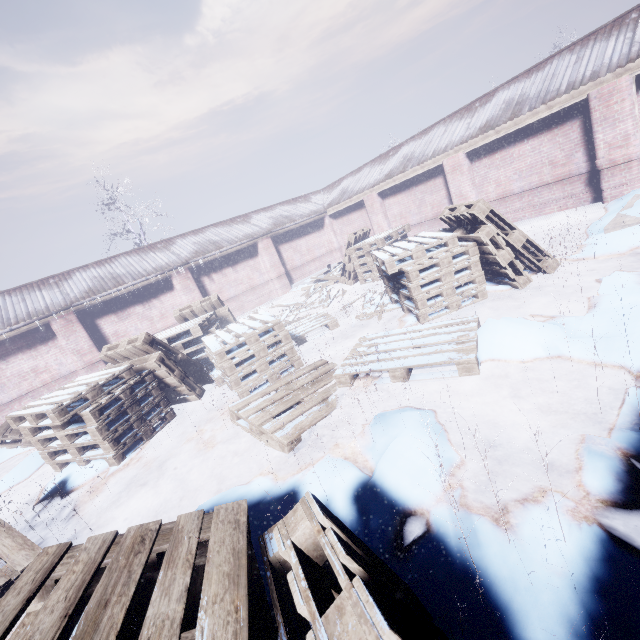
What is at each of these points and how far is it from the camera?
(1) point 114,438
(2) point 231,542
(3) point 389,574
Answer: (1) instancedfoliageactor, 3.9m
(2) instancedfoliageactor, 1.5m
(3) instancedfoliageactor, 1.3m

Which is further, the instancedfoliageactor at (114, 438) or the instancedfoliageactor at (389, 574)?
the instancedfoliageactor at (114, 438)

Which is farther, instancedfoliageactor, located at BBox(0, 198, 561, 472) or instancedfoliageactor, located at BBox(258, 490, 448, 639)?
instancedfoliageactor, located at BBox(0, 198, 561, 472)
